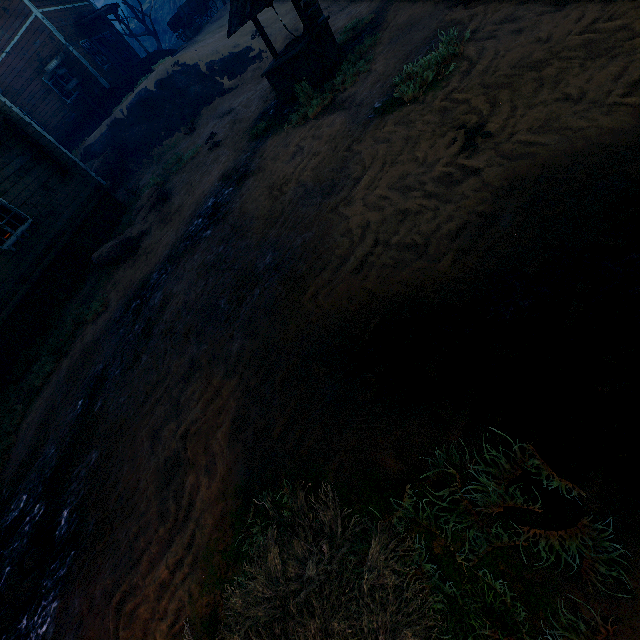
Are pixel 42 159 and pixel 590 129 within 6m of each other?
no

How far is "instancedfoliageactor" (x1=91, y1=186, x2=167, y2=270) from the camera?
8.6m

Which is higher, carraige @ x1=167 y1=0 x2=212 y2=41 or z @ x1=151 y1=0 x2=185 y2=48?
z @ x1=151 y1=0 x2=185 y2=48

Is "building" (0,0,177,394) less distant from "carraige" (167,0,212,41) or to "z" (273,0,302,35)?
"z" (273,0,302,35)

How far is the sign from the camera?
17.2m

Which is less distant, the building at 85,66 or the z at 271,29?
the building at 85,66

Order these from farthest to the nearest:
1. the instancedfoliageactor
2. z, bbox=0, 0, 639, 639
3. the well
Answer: the instancedfoliageactor → the well → z, bbox=0, 0, 639, 639

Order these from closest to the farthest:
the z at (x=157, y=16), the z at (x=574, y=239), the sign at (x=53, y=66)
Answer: the z at (x=574, y=239) < the sign at (x=53, y=66) < the z at (x=157, y=16)
